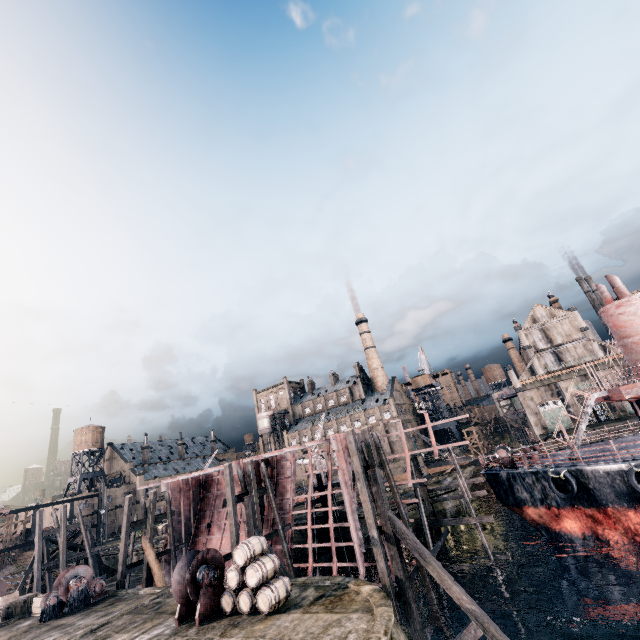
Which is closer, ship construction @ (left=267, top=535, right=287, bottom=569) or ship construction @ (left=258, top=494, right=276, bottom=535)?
ship construction @ (left=267, top=535, right=287, bottom=569)

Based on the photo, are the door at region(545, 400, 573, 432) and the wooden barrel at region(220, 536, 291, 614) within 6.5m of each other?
no

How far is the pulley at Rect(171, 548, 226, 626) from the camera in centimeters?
1461cm

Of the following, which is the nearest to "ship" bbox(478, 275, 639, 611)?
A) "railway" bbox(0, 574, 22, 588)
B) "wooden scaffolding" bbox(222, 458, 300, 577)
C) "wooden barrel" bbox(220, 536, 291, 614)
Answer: "wooden scaffolding" bbox(222, 458, 300, 577)

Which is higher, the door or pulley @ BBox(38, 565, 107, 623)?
the door

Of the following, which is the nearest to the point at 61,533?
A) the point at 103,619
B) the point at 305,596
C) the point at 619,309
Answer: the point at 103,619

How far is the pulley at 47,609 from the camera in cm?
2074

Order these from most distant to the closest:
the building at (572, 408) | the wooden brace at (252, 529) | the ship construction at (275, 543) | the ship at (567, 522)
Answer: the building at (572, 408) < the ship construction at (275, 543) < the wooden brace at (252, 529) < the ship at (567, 522)
